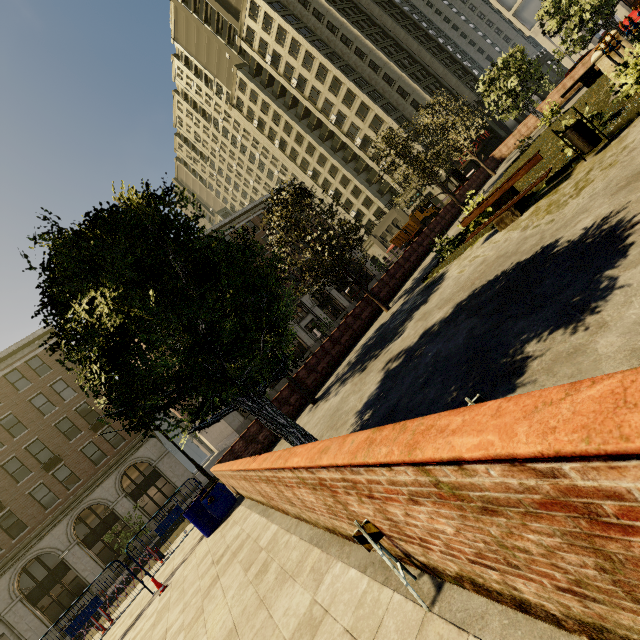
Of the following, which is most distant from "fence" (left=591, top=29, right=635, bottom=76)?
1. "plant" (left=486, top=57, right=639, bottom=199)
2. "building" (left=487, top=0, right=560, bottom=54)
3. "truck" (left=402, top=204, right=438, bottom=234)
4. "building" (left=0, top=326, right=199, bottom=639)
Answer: "building" (left=0, top=326, right=199, bottom=639)

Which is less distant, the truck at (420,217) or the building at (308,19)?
the truck at (420,217)

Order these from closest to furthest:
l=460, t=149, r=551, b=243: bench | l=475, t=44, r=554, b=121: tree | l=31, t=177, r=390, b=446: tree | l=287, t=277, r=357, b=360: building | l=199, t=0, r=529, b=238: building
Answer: l=31, t=177, r=390, b=446: tree
l=460, t=149, r=551, b=243: bench
l=475, t=44, r=554, b=121: tree
l=287, t=277, r=357, b=360: building
l=199, t=0, r=529, b=238: building

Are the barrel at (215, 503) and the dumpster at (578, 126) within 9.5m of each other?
no

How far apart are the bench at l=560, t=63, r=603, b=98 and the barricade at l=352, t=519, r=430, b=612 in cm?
2525

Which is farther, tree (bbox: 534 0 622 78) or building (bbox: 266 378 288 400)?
building (bbox: 266 378 288 400)

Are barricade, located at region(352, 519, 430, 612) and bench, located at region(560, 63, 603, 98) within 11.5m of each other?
no

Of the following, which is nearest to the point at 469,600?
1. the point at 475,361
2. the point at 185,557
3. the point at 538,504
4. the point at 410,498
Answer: the point at 410,498
